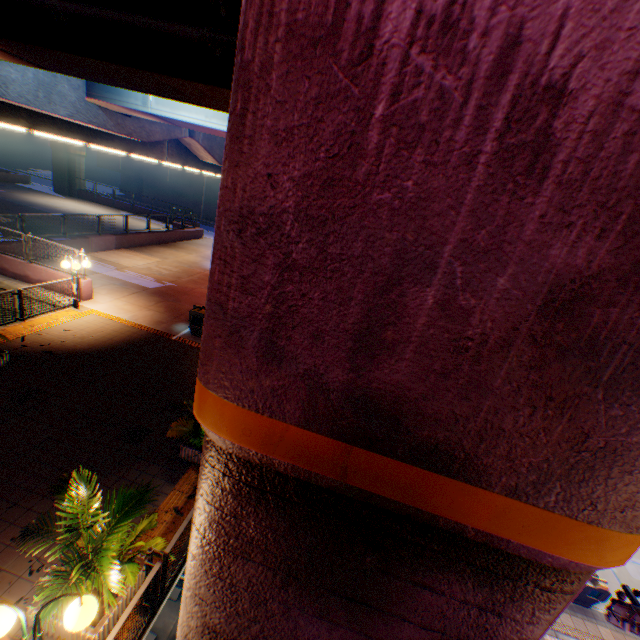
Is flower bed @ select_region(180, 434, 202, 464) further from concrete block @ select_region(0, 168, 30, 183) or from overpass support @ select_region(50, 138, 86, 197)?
concrete block @ select_region(0, 168, 30, 183)

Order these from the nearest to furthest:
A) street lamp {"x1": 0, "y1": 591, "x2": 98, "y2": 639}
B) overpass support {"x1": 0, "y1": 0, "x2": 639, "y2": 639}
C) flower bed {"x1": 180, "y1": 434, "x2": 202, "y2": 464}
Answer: overpass support {"x1": 0, "y1": 0, "x2": 639, "y2": 639} < street lamp {"x1": 0, "y1": 591, "x2": 98, "y2": 639} < flower bed {"x1": 180, "y1": 434, "x2": 202, "y2": 464}

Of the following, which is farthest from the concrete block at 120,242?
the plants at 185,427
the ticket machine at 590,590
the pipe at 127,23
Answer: the ticket machine at 590,590

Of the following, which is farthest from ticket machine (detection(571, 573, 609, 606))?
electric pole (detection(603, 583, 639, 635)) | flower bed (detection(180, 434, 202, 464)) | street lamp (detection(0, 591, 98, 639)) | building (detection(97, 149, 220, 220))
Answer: building (detection(97, 149, 220, 220))

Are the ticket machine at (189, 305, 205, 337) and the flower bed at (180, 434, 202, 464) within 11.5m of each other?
yes

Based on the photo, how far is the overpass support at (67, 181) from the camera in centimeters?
3439cm

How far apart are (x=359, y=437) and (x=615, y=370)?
1.44m

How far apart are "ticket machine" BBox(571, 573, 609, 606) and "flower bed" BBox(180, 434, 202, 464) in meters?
14.2 m
